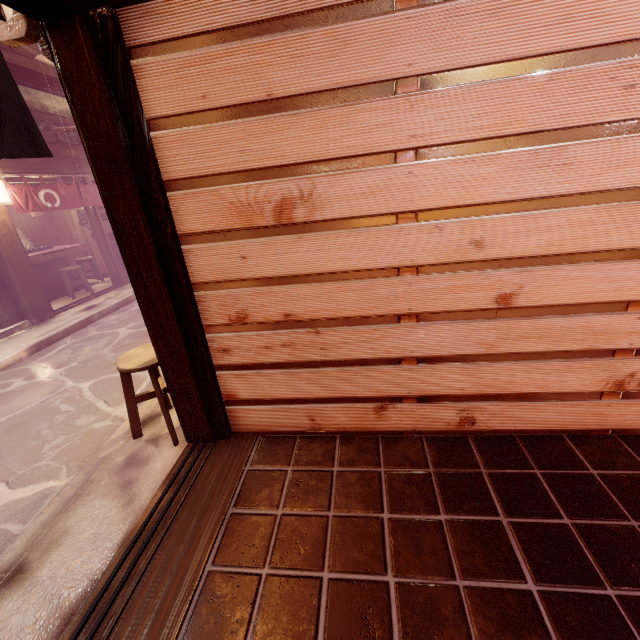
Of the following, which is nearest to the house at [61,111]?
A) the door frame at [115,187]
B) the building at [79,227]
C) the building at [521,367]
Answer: the building at [79,227]

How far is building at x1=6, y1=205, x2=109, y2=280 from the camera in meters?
17.6

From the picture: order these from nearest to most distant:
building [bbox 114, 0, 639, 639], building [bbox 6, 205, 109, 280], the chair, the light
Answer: building [bbox 114, 0, 639, 639] → the chair → the light → building [bbox 6, 205, 109, 280]

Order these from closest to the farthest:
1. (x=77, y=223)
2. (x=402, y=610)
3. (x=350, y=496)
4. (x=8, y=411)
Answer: (x=402, y=610) < (x=350, y=496) < (x=8, y=411) < (x=77, y=223)

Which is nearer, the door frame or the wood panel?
the door frame

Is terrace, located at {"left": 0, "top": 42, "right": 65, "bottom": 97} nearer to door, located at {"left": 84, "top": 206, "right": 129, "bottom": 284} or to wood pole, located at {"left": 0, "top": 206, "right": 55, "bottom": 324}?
wood pole, located at {"left": 0, "top": 206, "right": 55, "bottom": 324}

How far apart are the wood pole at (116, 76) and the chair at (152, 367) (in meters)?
0.66

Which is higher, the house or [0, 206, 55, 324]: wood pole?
the house
